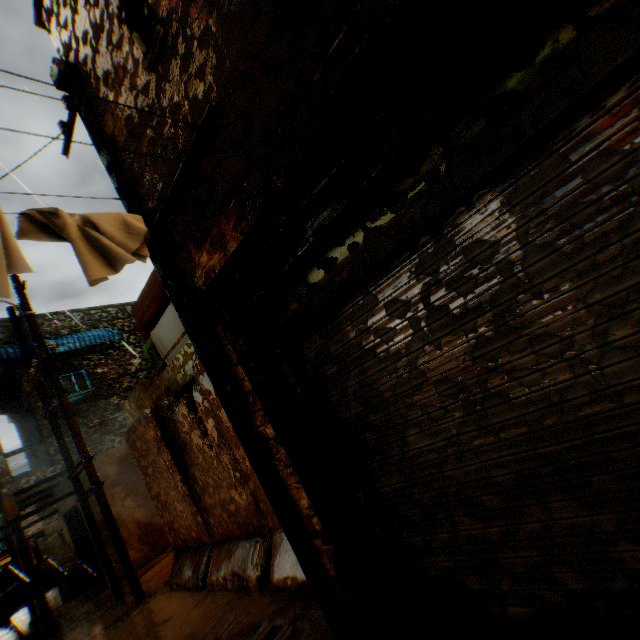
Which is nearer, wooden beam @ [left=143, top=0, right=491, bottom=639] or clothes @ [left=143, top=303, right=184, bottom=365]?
wooden beam @ [left=143, top=0, right=491, bottom=639]

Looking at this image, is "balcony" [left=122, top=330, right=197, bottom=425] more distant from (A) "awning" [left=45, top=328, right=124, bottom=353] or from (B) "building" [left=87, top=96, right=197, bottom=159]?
(A) "awning" [left=45, top=328, right=124, bottom=353]

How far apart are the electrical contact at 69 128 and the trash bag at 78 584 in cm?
1519

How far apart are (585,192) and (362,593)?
3.1m

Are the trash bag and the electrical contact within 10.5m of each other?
no

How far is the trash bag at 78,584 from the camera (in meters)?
12.17

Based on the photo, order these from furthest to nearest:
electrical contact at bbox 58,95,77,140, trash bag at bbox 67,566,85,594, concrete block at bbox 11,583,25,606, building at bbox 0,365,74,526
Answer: concrete block at bbox 11,583,25,606 < trash bag at bbox 67,566,85,594 < building at bbox 0,365,74,526 < electrical contact at bbox 58,95,77,140

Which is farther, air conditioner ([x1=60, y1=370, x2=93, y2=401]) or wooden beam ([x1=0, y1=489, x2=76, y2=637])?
air conditioner ([x1=60, y1=370, x2=93, y2=401])
